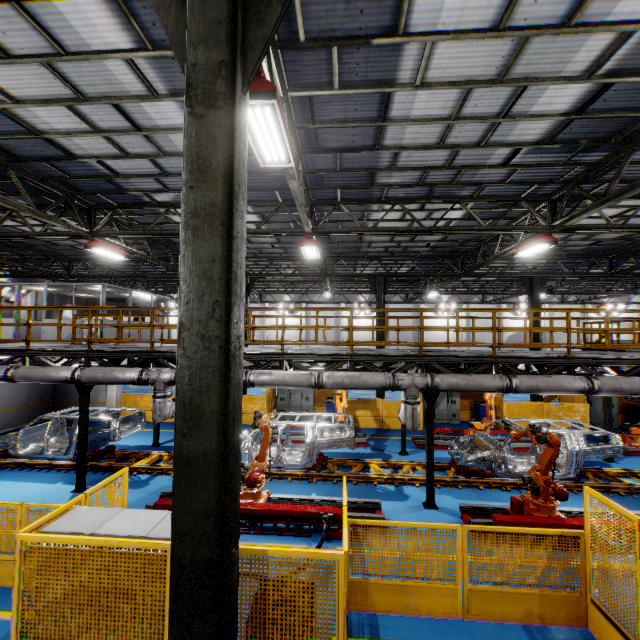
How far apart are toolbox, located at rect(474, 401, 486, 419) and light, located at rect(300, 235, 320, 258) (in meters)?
11.57

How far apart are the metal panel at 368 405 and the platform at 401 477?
4.56m

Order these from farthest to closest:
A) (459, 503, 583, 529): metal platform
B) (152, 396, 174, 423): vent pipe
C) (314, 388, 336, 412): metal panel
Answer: (314, 388, 336, 412): metal panel
(152, 396, 174, 423): vent pipe
(459, 503, 583, 529): metal platform

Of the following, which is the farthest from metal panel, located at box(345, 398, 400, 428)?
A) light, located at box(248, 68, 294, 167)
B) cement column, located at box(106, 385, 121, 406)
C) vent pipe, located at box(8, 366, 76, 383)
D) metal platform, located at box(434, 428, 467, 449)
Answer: light, located at box(248, 68, 294, 167)

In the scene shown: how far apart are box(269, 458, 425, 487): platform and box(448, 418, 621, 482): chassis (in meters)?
0.01

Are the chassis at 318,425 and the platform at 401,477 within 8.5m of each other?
yes

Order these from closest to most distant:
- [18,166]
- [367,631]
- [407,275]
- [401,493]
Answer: [367,631], [18,166], [401,493], [407,275]

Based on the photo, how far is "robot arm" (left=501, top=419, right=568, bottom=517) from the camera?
7.56m
